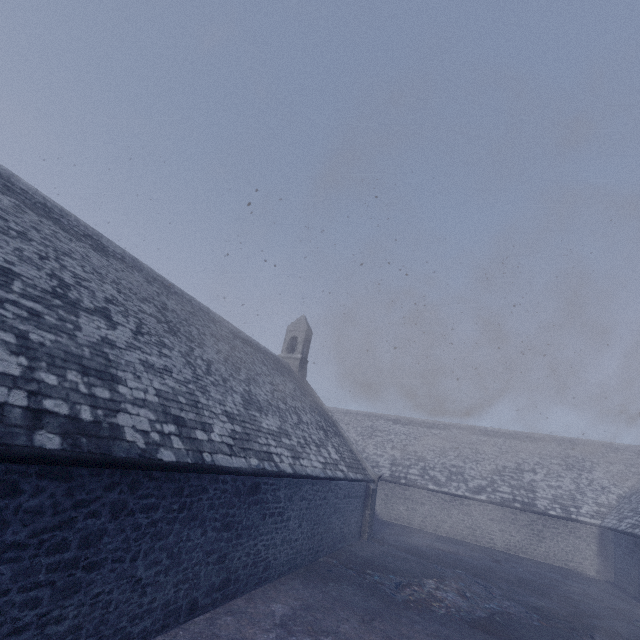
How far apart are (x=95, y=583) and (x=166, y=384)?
3.7 meters
